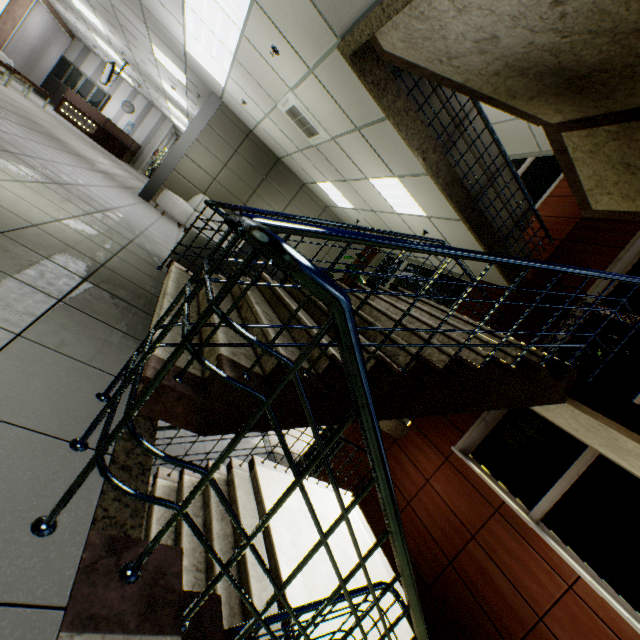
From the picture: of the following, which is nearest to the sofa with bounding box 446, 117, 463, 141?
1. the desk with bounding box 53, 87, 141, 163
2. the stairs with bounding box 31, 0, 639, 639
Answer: the stairs with bounding box 31, 0, 639, 639

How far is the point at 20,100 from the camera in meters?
8.7

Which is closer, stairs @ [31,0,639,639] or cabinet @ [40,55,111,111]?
stairs @ [31,0,639,639]

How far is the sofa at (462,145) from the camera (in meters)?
4.79

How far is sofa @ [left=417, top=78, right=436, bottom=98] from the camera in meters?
4.3

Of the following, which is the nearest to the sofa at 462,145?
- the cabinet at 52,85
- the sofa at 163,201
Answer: the sofa at 163,201

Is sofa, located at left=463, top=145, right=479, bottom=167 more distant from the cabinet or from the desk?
the cabinet

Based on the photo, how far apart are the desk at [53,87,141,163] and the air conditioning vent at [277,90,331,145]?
12.51m
